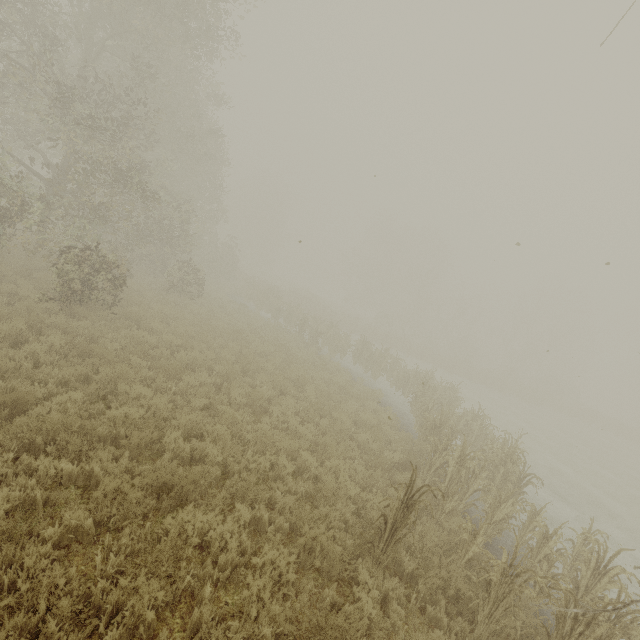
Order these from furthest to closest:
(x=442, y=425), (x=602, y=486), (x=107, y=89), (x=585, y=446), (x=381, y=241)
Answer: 1. (x=381, y=241)
2. (x=585, y=446)
3. (x=107, y=89)
4. (x=602, y=486)
5. (x=442, y=425)
